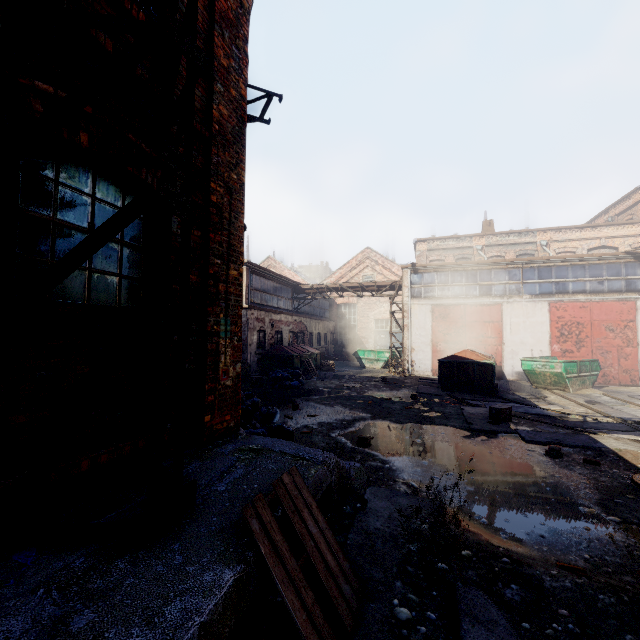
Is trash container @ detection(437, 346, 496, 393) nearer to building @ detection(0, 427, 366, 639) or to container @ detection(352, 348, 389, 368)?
container @ detection(352, 348, 389, 368)

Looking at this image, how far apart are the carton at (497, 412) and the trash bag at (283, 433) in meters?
5.8 m

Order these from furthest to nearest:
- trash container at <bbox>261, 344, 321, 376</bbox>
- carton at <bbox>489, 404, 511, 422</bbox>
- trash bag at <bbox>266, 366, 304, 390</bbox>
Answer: trash container at <bbox>261, 344, 321, 376</bbox> → trash bag at <bbox>266, 366, 304, 390</bbox> → carton at <bbox>489, 404, 511, 422</bbox>

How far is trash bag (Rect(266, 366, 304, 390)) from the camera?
14.20m

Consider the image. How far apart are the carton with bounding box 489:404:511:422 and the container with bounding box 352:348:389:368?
13.96m

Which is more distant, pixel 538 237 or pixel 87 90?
pixel 538 237

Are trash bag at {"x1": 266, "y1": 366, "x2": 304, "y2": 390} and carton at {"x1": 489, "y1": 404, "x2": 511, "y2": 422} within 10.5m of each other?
yes

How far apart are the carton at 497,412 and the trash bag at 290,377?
7.9m
